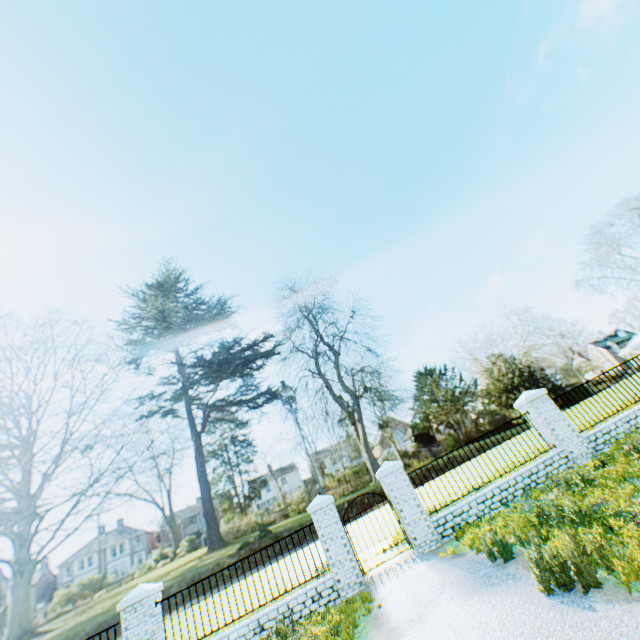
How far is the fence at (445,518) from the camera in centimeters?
930cm

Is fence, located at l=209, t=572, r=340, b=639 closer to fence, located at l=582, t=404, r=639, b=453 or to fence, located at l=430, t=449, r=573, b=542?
fence, located at l=430, t=449, r=573, b=542

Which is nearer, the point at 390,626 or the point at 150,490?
the point at 390,626

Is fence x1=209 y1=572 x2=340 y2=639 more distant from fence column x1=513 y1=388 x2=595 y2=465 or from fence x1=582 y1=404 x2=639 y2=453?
fence x1=582 y1=404 x2=639 y2=453

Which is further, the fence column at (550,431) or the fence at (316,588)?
the fence column at (550,431)

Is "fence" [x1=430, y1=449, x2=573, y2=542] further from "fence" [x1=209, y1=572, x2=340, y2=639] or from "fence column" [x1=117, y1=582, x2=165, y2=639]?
"fence column" [x1=117, y1=582, x2=165, y2=639]

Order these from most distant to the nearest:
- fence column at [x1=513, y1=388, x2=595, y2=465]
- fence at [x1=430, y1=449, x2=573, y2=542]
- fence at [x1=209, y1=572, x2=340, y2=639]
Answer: fence column at [x1=513, y1=388, x2=595, y2=465], fence at [x1=430, y1=449, x2=573, y2=542], fence at [x1=209, y1=572, x2=340, y2=639]

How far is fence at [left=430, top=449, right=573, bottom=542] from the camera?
9.3m
